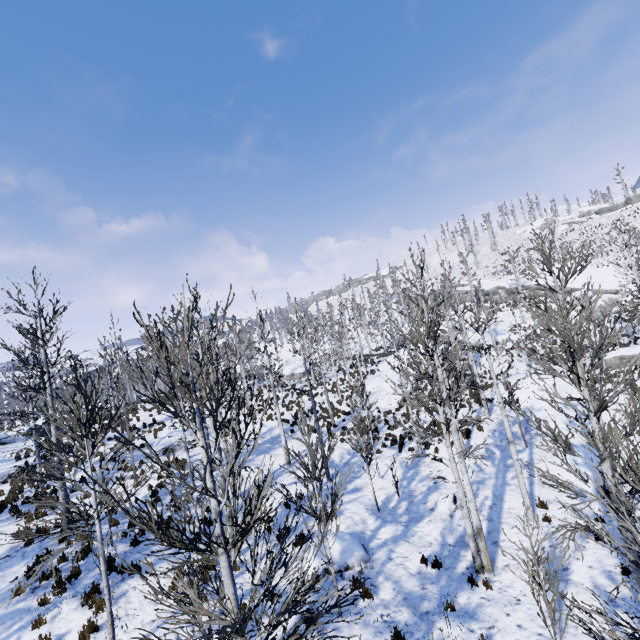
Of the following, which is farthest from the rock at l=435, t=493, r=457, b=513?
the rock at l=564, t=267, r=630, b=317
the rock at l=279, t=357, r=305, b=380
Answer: the rock at l=564, t=267, r=630, b=317

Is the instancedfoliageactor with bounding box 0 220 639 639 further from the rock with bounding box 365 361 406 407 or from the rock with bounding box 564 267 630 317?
the rock with bounding box 564 267 630 317

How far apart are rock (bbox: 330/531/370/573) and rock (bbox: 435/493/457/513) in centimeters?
337cm

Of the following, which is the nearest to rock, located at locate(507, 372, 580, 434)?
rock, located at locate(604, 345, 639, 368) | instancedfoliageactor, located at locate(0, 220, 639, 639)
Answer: instancedfoliageactor, located at locate(0, 220, 639, 639)

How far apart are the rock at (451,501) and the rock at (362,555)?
3.4m

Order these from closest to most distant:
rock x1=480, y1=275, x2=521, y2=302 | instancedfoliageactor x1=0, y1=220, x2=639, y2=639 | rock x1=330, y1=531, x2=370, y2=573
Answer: instancedfoliageactor x1=0, y1=220, x2=639, y2=639, rock x1=330, y1=531, x2=370, y2=573, rock x1=480, y1=275, x2=521, y2=302

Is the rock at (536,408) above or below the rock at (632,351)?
below

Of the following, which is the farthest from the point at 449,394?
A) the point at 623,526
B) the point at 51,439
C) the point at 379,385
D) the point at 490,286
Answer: the point at 490,286
